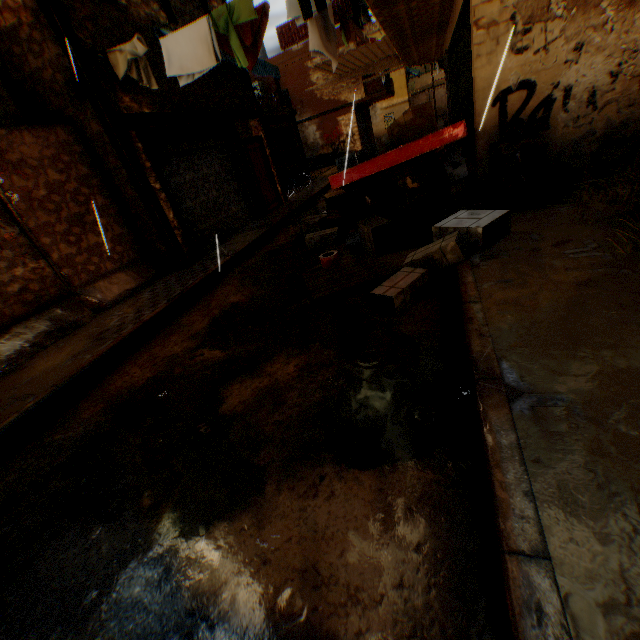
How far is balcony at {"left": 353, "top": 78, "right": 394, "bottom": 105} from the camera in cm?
2064

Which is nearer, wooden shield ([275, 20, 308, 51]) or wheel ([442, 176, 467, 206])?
wheel ([442, 176, 467, 206])

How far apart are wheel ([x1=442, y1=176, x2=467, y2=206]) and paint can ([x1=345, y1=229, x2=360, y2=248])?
1.73m

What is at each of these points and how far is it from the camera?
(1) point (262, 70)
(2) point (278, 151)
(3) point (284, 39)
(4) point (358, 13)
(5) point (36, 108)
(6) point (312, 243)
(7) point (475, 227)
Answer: (1) awning, 9.77m
(2) wooden gate, 16.20m
(3) wooden shield, 20.55m
(4) dryer, 7.30m
(5) building, 6.69m
(6) cardboard box, 6.91m
(7) cardboard box, 4.01m

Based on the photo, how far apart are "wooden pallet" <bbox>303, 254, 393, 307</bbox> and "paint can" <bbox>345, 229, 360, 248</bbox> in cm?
85

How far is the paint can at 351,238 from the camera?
6.1m

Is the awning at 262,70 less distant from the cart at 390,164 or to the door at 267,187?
the door at 267,187

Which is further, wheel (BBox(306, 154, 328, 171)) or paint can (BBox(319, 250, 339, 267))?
wheel (BBox(306, 154, 328, 171))
